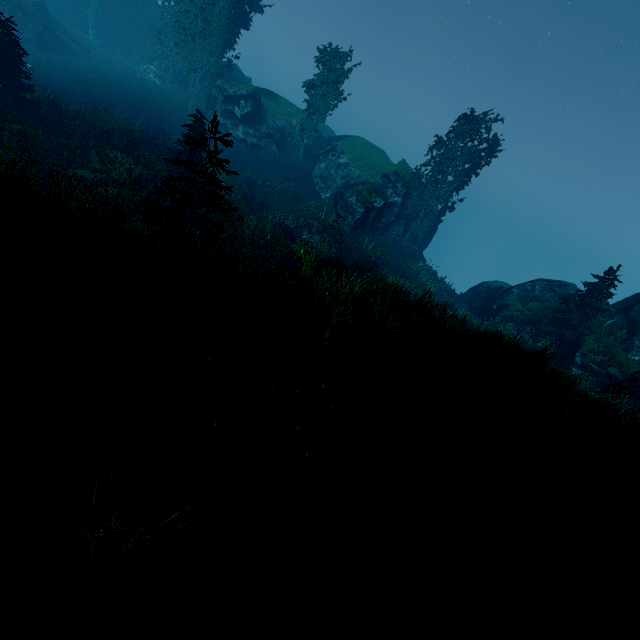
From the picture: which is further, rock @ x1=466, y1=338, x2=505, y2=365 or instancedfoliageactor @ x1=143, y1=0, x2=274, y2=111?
instancedfoliageactor @ x1=143, y1=0, x2=274, y2=111

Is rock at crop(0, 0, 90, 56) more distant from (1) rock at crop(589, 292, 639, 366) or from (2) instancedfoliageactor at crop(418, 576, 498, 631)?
(1) rock at crop(589, 292, 639, 366)

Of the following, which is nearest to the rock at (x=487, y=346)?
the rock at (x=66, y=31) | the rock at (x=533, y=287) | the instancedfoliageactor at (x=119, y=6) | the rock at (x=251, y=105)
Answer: the instancedfoliageactor at (x=119, y=6)

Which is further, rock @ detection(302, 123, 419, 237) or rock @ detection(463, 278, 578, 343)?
rock @ detection(302, 123, 419, 237)

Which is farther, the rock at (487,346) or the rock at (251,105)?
the rock at (251,105)

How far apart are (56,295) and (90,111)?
28.1m

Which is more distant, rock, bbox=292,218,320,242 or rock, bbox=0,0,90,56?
rock, bbox=0,0,90,56

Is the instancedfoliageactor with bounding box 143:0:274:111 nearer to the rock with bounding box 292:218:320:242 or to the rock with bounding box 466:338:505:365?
the rock with bounding box 466:338:505:365
